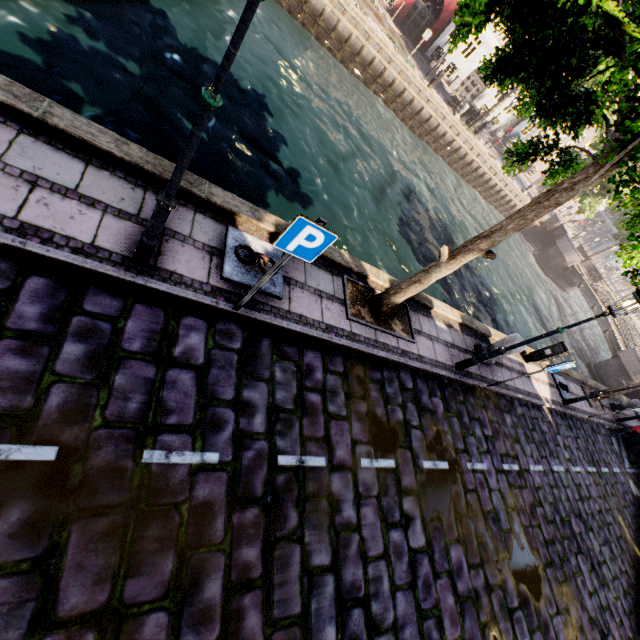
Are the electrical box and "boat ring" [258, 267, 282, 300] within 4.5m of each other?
no

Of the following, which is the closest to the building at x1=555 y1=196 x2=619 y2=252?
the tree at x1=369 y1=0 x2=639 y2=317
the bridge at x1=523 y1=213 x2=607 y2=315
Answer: the tree at x1=369 y1=0 x2=639 y2=317

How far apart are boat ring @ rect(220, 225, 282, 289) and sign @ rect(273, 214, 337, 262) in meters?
1.5 m

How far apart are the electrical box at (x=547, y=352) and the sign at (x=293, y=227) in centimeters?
1044cm

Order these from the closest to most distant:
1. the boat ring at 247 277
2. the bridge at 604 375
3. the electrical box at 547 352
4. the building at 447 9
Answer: the boat ring at 247 277 → the electrical box at 547 352 → the bridge at 604 375 → the building at 447 9

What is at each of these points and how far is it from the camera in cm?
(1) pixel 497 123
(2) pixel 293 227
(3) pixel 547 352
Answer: (1) building, 3422
(2) sign, 312
(3) electrical box, 1052

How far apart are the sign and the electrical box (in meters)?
10.44

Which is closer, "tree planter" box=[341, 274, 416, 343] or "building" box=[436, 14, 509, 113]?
"tree planter" box=[341, 274, 416, 343]
